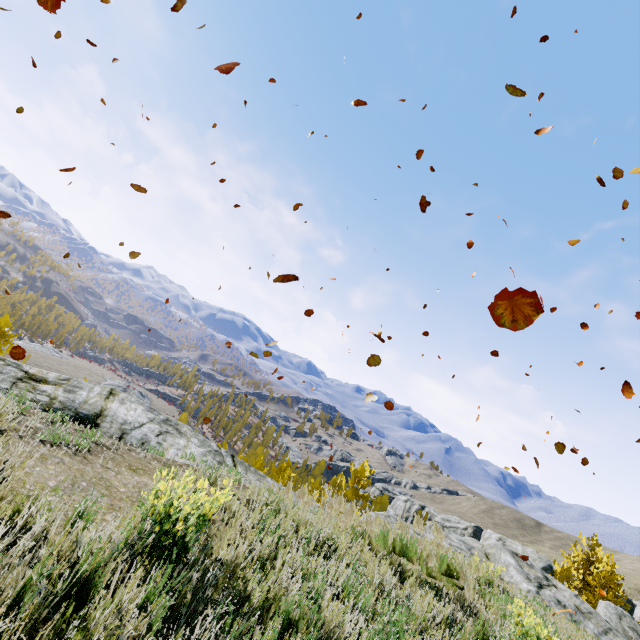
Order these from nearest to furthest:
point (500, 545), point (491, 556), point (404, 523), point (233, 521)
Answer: point (233, 521) → point (404, 523) → point (491, 556) → point (500, 545)

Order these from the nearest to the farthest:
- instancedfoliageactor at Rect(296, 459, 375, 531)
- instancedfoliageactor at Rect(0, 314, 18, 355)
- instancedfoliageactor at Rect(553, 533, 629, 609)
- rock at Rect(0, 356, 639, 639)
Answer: rock at Rect(0, 356, 639, 639) → instancedfoliageactor at Rect(296, 459, 375, 531) → instancedfoliageactor at Rect(553, 533, 629, 609) → instancedfoliageactor at Rect(0, 314, 18, 355)

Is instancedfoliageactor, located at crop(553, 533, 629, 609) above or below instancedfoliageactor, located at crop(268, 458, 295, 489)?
above

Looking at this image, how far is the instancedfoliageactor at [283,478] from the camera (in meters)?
7.13

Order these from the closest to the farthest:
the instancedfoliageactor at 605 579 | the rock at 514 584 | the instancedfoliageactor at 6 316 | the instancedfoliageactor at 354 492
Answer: the rock at 514 584 → the instancedfoliageactor at 354 492 → the instancedfoliageactor at 605 579 → the instancedfoliageactor at 6 316

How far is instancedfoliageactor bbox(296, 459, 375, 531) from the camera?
6.7 meters

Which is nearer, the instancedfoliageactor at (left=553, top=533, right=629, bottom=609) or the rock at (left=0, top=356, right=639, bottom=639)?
the rock at (left=0, top=356, right=639, bottom=639)
